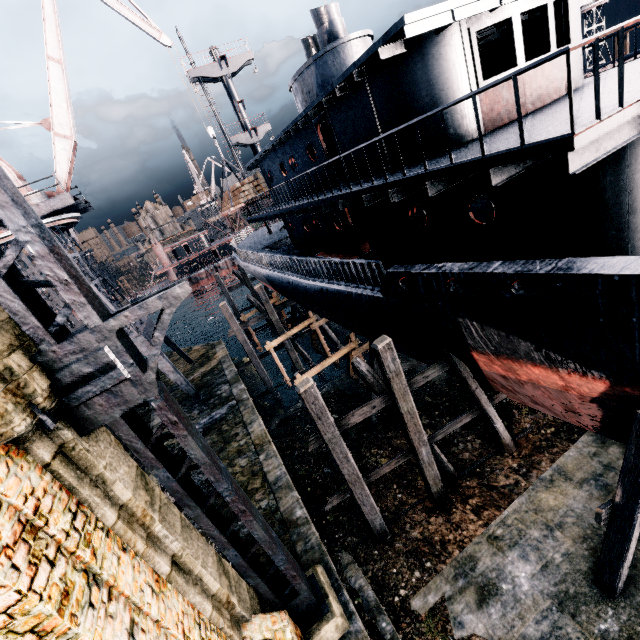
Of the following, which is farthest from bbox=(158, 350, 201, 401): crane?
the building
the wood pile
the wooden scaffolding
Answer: the building

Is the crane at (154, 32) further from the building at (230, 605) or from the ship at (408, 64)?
the building at (230, 605)

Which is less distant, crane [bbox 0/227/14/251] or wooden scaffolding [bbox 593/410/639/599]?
wooden scaffolding [bbox 593/410/639/599]

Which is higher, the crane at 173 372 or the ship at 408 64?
the ship at 408 64

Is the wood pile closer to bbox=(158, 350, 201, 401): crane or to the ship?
the ship

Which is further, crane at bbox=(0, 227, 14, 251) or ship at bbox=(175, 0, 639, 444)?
crane at bbox=(0, 227, 14, 251)

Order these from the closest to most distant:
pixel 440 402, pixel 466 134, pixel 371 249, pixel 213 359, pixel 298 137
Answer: pixel 466 134, pixel 371 249, pixel 298 137, pixel 440 402, pixel 213 359

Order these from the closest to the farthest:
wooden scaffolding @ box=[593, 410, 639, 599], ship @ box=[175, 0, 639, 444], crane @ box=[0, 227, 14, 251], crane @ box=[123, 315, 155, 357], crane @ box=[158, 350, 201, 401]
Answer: ship @ box=[175, 0, 639, 444] < wooden scaffolding @ box=[593, 410, 639, 599] < crane @ box=[0, 227, 14, 251] < crane @ box=[123, 315, 155, 357] < crane @ box=[158, 350, 201, 401]
